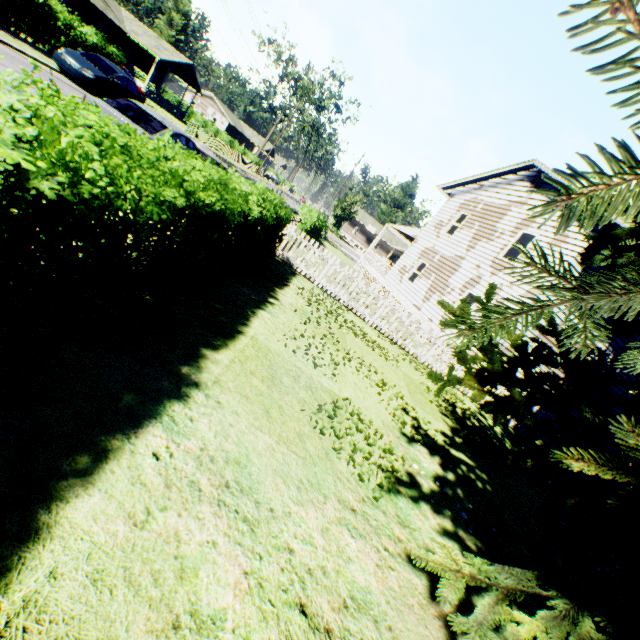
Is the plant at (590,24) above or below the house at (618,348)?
below

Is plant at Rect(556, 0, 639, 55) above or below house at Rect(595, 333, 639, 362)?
below

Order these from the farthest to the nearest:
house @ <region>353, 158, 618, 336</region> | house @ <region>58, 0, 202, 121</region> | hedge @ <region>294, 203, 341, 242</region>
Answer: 1. house @ <region>58, 0, 202, 121</region>
2. hedge @ <region>294, 203, 341, 242</region>
3. house @ <region>353, 158, 618, 336</region>

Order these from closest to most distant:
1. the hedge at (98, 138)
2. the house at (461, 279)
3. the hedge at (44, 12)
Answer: the hedge at (98, 138), the house at (461, 279), the hedge at (44, 12)

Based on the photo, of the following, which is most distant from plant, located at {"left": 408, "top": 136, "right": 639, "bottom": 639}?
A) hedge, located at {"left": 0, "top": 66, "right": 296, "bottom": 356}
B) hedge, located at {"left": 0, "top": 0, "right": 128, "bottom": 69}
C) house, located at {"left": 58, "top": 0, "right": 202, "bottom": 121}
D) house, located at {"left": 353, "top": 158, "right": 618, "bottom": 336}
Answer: house, located at {"left": 58, "top": 0, "right": 202, "bottom": 121}

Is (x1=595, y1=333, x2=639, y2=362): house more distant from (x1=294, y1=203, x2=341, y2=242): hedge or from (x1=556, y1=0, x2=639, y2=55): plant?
(x1=294, y1=203, x2=341, y2=242): hedge

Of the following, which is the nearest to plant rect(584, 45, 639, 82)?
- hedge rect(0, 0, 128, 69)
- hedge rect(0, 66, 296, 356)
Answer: hedge rect(0, 66, 296, 356)

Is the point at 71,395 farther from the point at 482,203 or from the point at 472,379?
the point at 482,203
